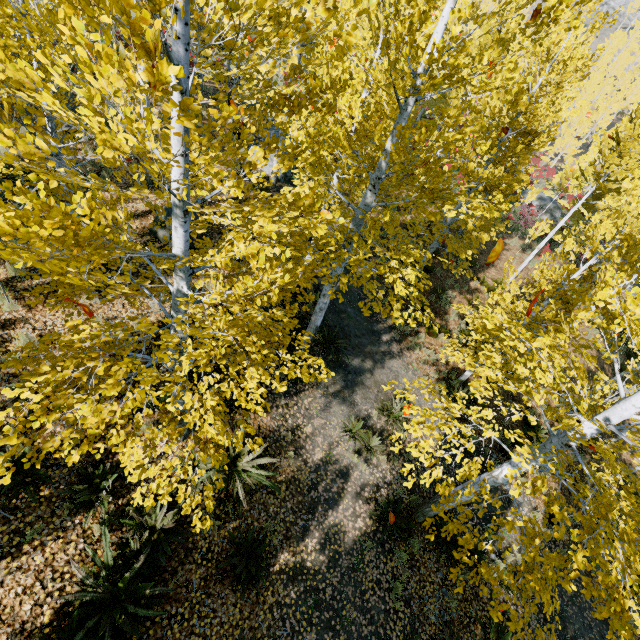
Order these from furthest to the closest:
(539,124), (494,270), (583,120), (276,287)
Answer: (583,120) < (494,270) < (539,124) < (276,287)

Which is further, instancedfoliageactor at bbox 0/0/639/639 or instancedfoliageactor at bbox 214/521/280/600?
instancedfoliageactor at bbox 214/521/280/600

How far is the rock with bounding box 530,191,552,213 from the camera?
27.73m

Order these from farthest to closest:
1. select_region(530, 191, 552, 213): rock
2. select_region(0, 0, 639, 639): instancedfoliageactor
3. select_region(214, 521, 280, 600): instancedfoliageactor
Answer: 1. select_region(530, 191, 552, 213): rock
2. select_region(214, 521, 280, 600): instancedfoliageactor
3. select_region(0, 0, 639, 639): instancedfoliageactor

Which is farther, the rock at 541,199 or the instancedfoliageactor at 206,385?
the rock at 541,199

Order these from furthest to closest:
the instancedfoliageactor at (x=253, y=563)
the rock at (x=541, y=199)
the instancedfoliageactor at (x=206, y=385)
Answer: the rock at (x=541, y=199)
the instancedfoliageactor at (x=253, y=563)
the instancedfoliageactor at (x=206, y=385)

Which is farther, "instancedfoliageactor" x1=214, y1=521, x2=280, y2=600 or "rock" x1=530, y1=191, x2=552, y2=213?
"rock" x1=530, y1=191, x2=552, y2=213
